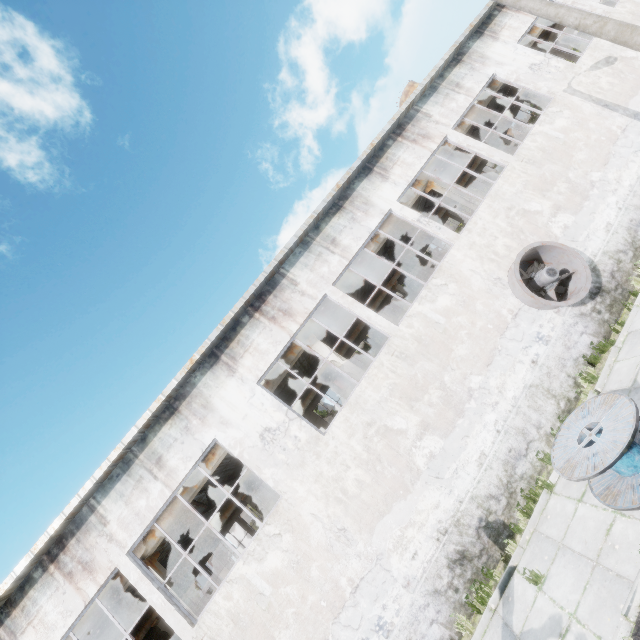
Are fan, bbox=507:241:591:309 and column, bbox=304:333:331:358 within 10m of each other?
yes

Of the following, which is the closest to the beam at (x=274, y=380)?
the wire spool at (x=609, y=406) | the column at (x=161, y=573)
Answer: the column at (x=161, y=573)

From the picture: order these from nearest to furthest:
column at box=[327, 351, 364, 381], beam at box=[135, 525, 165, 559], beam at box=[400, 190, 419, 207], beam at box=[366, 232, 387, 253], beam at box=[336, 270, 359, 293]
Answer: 1. beam at box=[135, 525, 165, 559]
2. column at box=[327, 351, 364, 381]
3. beam at box=[336, 270, 359, 293]
4. beam at box=[366, 232, 387, 253]
5. beam at box=[400, 190, 419, 207]

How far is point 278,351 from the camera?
10.3m

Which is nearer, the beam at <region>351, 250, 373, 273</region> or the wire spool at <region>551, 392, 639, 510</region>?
the wire spool at <region>551, 392, 639, 510</region>

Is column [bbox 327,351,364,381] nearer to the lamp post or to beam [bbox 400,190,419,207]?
beam [bbox 400,190,419,207]

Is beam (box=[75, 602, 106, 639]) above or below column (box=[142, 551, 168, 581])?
above

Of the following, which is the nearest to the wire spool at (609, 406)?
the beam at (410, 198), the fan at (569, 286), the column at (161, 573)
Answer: the fan at (569, 286)
